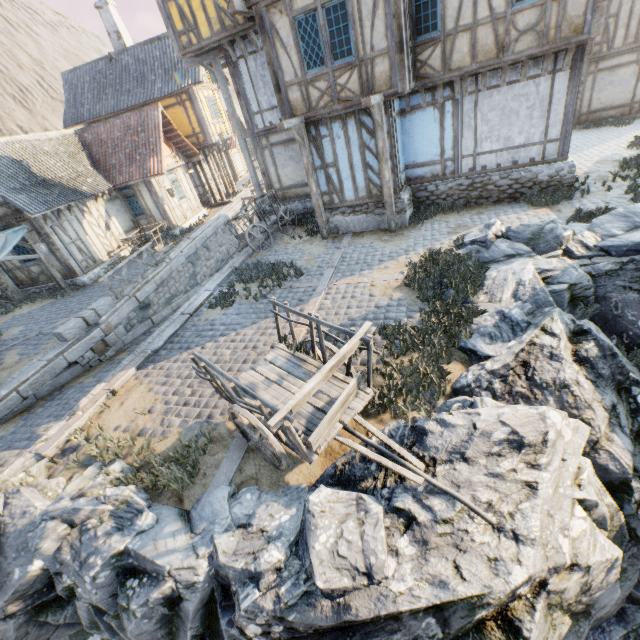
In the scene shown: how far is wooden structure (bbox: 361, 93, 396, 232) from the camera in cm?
878

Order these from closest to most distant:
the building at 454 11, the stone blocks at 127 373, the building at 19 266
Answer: the stone blocks at 127 373 → the building at 454 11 → the building at 19 266

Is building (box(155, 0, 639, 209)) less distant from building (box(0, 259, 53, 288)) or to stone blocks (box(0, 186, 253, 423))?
stone blocks (box(0, 186, 253, 423))

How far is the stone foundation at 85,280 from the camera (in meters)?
14.98

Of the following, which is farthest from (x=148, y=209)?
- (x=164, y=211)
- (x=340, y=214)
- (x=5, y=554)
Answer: (x=5, y=554)

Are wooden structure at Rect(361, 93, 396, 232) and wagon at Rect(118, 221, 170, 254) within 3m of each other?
no

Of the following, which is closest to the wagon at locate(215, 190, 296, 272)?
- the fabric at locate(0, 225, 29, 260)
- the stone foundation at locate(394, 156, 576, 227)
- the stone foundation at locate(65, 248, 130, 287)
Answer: the stone foundation at locate(394, 156, 576, 227)

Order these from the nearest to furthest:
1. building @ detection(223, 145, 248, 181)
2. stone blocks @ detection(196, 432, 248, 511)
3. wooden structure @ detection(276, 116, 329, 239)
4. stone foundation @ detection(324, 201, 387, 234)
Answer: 1. stone blocks @ detection(196, 432, 248, 511)
2. wooden structure @ detection(276, 116, 329, 239)
3. stone foundation @ detection(324, 201, 387, 234)
4. building @ detection(223, 145, 248, 181)
